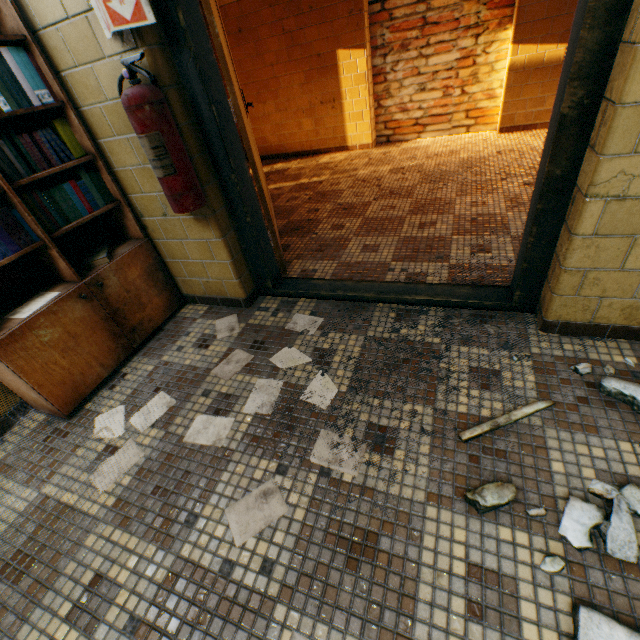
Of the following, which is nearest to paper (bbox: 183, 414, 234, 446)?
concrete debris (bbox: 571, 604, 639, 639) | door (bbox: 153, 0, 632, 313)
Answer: door (bbox: 153, 0, 632, 313)

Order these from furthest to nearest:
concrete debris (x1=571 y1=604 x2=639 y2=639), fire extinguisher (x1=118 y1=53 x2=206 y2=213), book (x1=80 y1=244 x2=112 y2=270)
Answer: book (x1=80 y1=244 x2=112 y2=270) → fire extinguisher (x1=118 y1=53 x2=206 y2=213) → concrete debris (x1=571 y1=604 x2=639 y2=639)

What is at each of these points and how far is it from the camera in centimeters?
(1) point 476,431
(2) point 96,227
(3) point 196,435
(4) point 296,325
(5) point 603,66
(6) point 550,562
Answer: (1) concrete debris, 125cm
(2) bookcase, 206cm
(3) paper, 150cm
(4) paper, 199cm
(5) door, 106cm
(6) concrete debris, 93cm

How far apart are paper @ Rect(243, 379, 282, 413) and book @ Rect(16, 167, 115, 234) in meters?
1.2 m

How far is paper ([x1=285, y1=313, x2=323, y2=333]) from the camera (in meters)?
1.95

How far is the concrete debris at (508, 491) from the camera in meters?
1.0

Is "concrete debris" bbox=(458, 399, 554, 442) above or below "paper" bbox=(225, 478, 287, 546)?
above

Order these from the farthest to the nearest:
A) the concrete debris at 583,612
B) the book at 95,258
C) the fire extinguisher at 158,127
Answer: the book at 95,258 < the fire extinguisher at 158,127 < the concrete debris at 583,612
